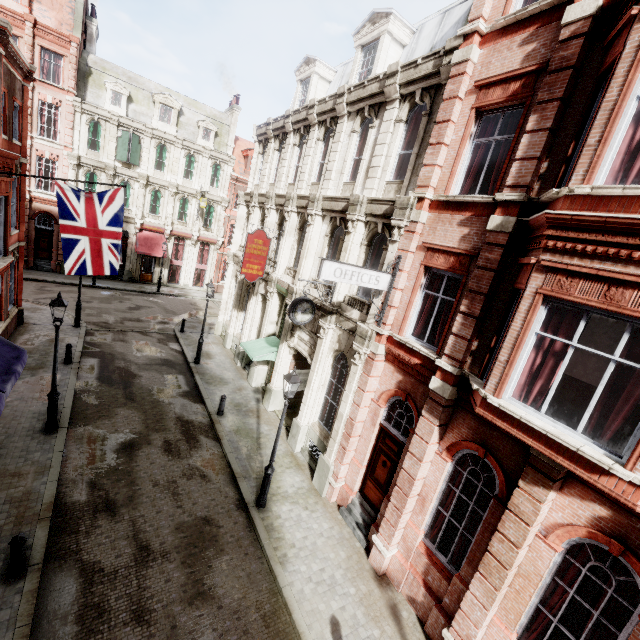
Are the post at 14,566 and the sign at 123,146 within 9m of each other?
no

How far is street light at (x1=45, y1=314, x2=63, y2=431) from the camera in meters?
10.1

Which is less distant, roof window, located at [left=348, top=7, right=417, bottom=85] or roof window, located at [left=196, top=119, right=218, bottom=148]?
roof window, located at [left=348, top=7, right=417, bottom=85]

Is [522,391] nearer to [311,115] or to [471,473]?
[471,473]

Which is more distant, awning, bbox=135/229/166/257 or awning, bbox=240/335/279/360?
awning, bbox=135/229/166/257

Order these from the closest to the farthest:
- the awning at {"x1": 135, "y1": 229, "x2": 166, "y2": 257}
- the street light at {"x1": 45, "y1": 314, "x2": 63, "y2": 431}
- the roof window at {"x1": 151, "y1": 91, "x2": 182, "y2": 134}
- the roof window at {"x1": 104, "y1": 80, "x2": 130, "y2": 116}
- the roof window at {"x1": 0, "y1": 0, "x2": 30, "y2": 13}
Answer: the street light at {"x1": 45, "y1": 314, "x2": 63, "y2": 431} < the roof window at {"x1": 0, "y1": 0, "x2": 30, "y2": 13} < the roof window at {"x1": 104, "y1": 80, "x2": 130, "y2": 116} < the roof window at {"x1": 151, "y1": 91, "x2": 182, "y2": 134} < the awning at {"x1": 135, "y1": 229, "x2": 166, "y2": 257}

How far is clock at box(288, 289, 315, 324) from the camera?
11.1m

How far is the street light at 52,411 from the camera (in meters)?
10.13
